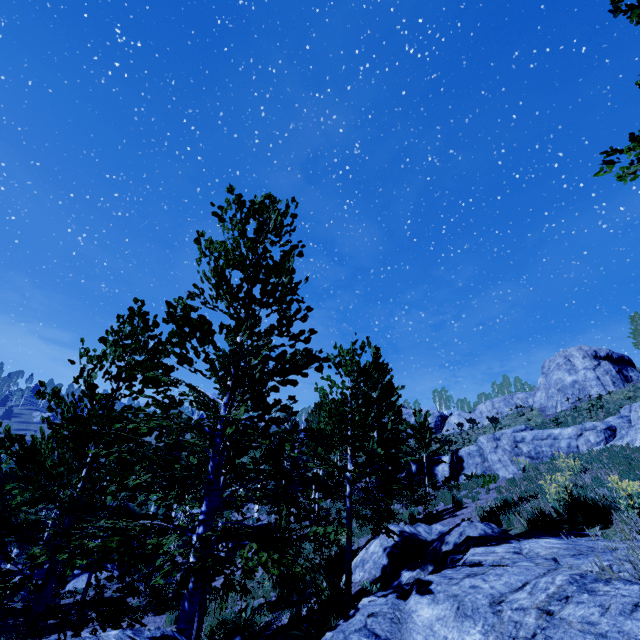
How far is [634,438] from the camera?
14.8 meters

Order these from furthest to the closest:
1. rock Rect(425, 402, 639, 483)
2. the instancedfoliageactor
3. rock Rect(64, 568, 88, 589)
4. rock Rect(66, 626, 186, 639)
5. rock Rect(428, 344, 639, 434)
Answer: rock Rect(428, 344, 639, 434)
rock Rect(64, 568, 88, 589)
rock Rect(425, 402, 639, 483)
the instancedfoliageactor
rock Rect(66, 626, 186, 639)

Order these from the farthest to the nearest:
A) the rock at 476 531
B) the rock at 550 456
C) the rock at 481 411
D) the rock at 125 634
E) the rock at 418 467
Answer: the rock at 481 411 → the rock at 418 467 → the rock at 550 456 → the rock at 476 531 → the rock at 125 634

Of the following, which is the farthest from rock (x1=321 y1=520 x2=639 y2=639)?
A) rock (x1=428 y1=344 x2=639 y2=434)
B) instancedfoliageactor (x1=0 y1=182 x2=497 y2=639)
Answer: rock (x1=428 y1=344 x2=639 y2=434)

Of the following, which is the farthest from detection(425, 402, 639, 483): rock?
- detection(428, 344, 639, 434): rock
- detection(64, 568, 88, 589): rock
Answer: detection(64, 568, 88, 589): rock

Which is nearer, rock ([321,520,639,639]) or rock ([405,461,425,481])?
rock ([321,520,639,639])

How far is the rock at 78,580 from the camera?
22.6m
